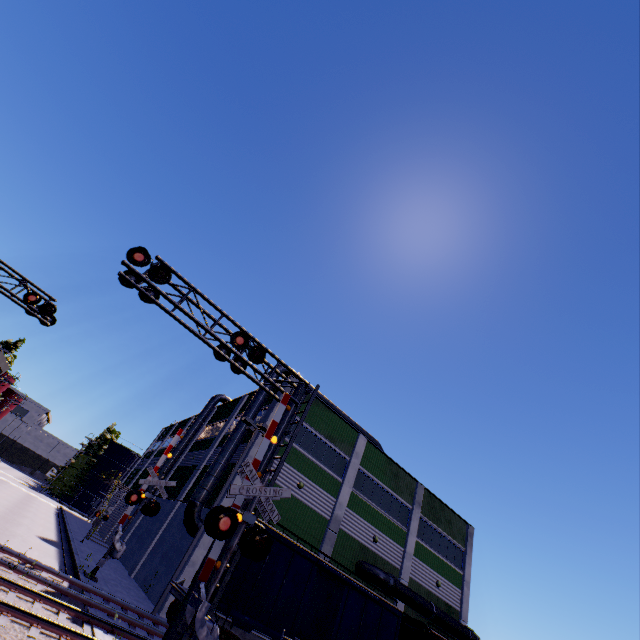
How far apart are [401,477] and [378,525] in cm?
475

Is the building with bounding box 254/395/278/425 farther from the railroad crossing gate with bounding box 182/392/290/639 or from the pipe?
the railroad crossing gate with bounding box 182/392/290/639

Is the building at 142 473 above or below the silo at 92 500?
above

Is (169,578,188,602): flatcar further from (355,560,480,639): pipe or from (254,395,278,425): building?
(355,560,480,639): pipe

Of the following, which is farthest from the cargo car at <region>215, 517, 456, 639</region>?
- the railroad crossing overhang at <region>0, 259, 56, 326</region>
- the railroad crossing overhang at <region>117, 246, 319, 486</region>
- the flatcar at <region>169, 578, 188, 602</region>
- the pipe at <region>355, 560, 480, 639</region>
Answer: the railroad crossing overhang at <region>0, 259, 56, 326</region>

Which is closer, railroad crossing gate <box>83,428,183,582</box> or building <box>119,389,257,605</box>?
railroad crossing gate <box>83,428,183,582</box>

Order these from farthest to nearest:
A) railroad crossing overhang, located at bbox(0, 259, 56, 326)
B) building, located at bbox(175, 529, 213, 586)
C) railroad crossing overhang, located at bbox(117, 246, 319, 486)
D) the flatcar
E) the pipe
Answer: the pipe
building, located at bbox(175, 529, 213, 586)
railroad crossing overhang, located at bbox(0, 259, 56, 326)
the flatcar
railroad crossing overhang, located at bbox(117, 246, 319, 486)

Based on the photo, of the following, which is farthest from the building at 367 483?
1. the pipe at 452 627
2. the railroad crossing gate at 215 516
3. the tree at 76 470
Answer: the tree at 76 470
